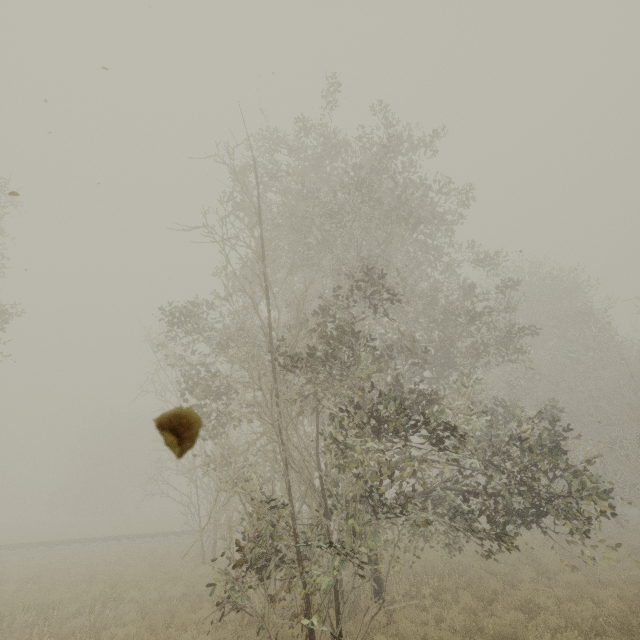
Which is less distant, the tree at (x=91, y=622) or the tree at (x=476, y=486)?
the tree at (x=476, y=486)

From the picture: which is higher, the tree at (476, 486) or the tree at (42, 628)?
the tree at (476, 486)

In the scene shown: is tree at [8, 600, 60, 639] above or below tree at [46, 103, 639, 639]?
below

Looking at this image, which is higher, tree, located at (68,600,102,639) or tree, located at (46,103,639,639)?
tree, located at (46,103,639,639)

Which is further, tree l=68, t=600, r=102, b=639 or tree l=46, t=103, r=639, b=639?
tree l=68, t=600, r=102, b=639

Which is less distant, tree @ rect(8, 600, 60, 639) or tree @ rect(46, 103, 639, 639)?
tree @ rect(46, 103, 639, 639)

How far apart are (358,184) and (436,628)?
11.12m
